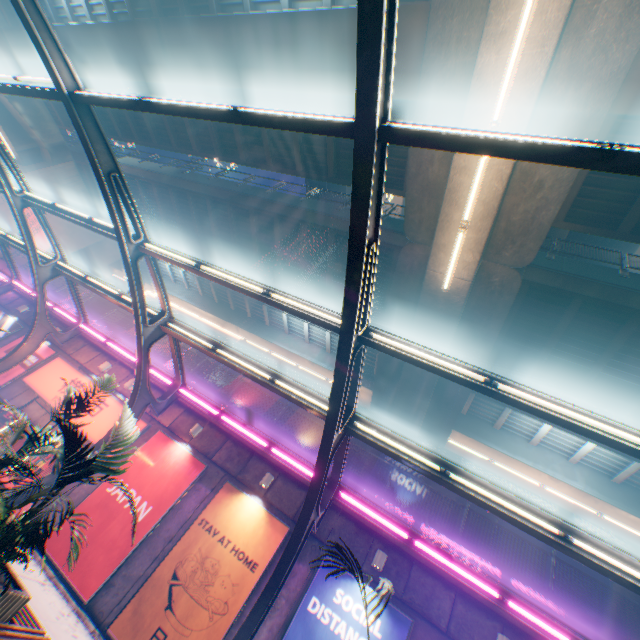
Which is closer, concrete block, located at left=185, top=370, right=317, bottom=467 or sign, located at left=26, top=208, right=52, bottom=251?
concrete block, located at left=185, top=370, right=317, bottom=467

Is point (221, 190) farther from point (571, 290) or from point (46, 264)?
point (571, 290)

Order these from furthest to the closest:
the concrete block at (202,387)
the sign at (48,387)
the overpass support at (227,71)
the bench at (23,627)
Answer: the sign at (48,387), the concrete block at (202,387), the overpass support at (227,71), the bench at (23,627)

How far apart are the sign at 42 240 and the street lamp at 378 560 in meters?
30.8

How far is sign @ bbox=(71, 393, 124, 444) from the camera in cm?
1209

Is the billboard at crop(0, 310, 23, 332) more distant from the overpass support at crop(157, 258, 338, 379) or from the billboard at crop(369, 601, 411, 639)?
the billboard at crop(369, 601, 411, 639)

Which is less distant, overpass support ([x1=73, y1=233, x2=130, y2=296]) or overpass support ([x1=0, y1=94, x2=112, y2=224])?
overpass support ([x1=0, y1=94, x2=112, y2=224])

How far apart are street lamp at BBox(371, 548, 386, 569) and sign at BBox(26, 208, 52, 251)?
30.75m
